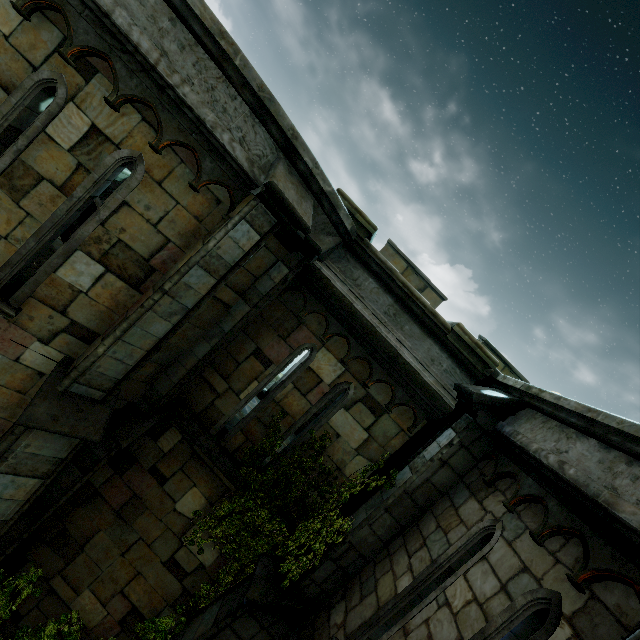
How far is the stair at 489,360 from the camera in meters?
5.3 m

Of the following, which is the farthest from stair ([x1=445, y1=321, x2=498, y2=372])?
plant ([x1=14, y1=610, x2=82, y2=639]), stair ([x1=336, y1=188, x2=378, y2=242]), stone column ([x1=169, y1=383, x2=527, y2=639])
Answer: plant ([x1=14, y1=610, x2=82, y2=639])

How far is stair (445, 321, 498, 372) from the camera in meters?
5.3 m

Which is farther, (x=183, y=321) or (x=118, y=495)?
(x=118, y=495)

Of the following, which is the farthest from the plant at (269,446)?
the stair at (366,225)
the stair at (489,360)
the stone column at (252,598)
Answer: the stair at (366,225)

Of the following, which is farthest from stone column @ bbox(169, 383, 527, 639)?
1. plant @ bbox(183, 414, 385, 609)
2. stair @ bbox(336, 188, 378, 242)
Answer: stair @ bbox(336, 188, 378, 242)

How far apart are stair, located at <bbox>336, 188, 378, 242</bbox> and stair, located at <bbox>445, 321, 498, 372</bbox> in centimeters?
201cm
